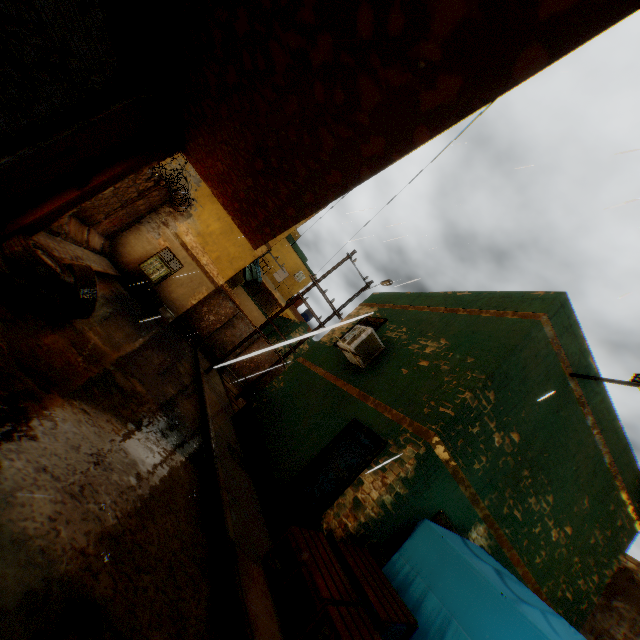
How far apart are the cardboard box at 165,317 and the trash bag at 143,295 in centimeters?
14cm

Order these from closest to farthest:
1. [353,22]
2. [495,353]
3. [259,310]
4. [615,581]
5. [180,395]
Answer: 1. [353,22]
2. [495,353]
3. [180,395]
4. [615,581]
5. [259,310]

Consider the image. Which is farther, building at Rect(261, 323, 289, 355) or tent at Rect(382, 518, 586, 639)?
building at Rect(261, 323, 289, 355)

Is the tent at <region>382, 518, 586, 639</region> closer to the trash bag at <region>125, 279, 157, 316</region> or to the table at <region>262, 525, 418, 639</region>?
the table at <region>262, 525, 418, 639</region>

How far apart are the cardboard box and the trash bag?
0.1m

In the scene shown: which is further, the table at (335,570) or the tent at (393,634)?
the tent at (393,634)

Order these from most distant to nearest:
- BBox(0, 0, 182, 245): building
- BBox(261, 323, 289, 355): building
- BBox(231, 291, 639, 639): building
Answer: BBox(261, 323, 289, 355): building
BBox(231, 291, 639, 639): building
BBox(0, 0, 182, 245): building

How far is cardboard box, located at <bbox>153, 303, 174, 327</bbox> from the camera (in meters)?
13.69
